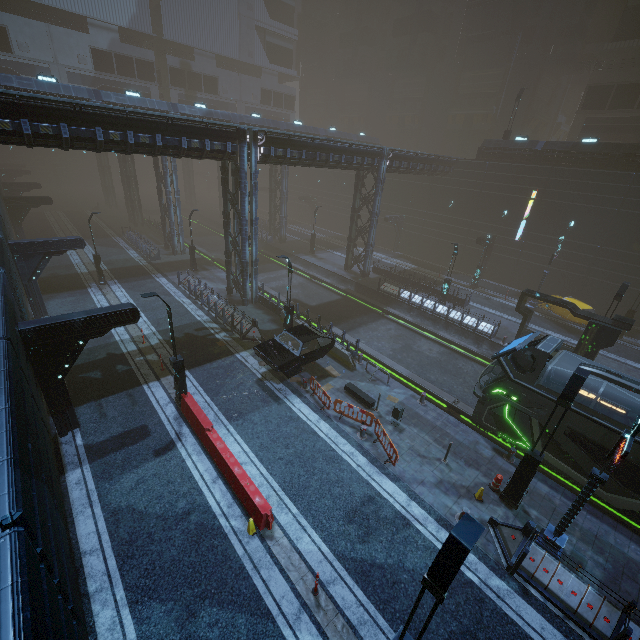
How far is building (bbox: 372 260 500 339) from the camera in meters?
24.3 m

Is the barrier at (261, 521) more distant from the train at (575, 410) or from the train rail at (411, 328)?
the train at (575, 410)

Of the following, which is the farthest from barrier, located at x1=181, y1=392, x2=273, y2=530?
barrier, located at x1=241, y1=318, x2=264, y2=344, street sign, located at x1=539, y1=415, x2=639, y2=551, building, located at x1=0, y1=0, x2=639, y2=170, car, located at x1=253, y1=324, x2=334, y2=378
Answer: → street sign, located at x1=539, y1=415, x2=639, y2=551

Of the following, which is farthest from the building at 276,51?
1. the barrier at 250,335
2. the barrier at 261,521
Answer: the barrier at 261,521

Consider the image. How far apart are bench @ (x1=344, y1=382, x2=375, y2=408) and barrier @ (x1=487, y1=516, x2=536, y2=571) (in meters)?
6.30

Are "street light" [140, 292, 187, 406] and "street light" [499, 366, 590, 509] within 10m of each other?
no

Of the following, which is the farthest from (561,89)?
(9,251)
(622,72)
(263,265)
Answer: (9,251)
